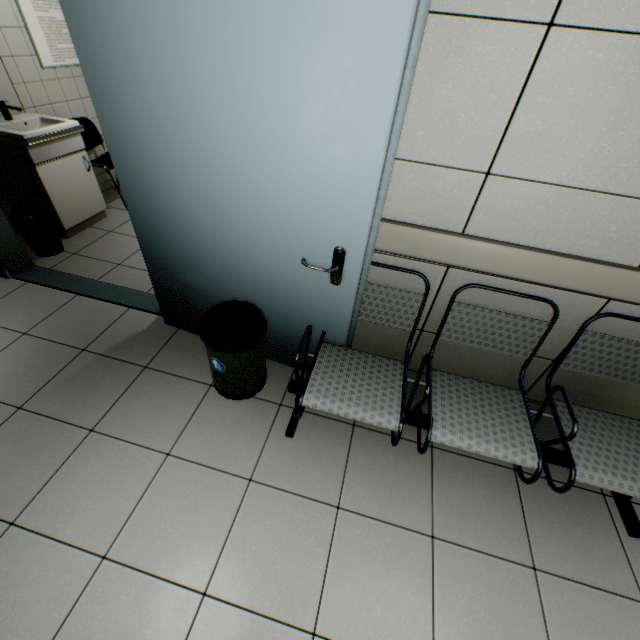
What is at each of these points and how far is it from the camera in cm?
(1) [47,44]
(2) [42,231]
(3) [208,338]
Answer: (1) poster, 321
(2) garbage can, 309
(3) garbage can, 177

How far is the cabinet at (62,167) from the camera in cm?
300

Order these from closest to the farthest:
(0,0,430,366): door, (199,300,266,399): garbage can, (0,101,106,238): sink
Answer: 1. (0,0,430,366): door
2. (199,300,266,399): garbage can
3. (0,101,106,238): sink

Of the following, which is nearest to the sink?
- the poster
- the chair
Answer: the poster

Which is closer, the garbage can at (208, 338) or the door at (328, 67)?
the door at (328, 67)

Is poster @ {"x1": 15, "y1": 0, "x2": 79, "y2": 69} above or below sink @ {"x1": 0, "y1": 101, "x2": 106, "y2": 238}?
above

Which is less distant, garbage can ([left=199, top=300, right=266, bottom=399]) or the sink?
garbage can ([left=199, top=300, right=266, bottom=399])

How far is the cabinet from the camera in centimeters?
300cm
